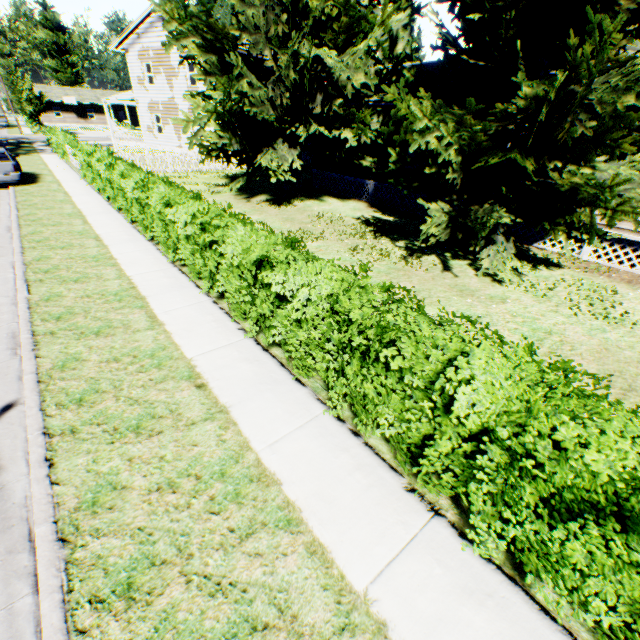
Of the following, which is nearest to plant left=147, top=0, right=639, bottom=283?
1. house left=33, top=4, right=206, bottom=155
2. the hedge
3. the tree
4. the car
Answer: house left=33, top=4, right=206, bottom=155

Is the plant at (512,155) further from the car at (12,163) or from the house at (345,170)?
the car at (12,163)

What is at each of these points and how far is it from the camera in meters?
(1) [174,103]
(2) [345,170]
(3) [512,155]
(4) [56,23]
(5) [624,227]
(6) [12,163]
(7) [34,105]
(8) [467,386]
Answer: (1) house, 26.3
(2) house, 18.1
(3) plant, 6.8
(4) plant, 59.2
(5) house, 10.0
(6) car, 15.4
(7) tree, 44.4
(8) hedge, 2.7

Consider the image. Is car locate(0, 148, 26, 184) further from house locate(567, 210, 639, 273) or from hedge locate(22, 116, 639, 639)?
hedge locate(22, 116, 639, 639)

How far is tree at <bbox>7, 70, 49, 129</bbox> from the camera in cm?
4292

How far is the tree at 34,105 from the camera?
42.9 meters

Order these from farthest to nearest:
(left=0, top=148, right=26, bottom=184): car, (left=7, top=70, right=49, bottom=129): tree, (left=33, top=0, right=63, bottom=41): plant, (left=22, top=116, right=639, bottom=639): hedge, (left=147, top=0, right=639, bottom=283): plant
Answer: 1. (left=33, top=0, right=63, bottom=41): plant
2. (left=7, top=70, right=49, bottom=129): tree
3. (left=0, top=148, right=26, bottom=184): car
4. (left=147, top=0, right=639, bottom=283): plant
5. (left=22, top=116, right=639, bottom=639): hedge

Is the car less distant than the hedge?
No
